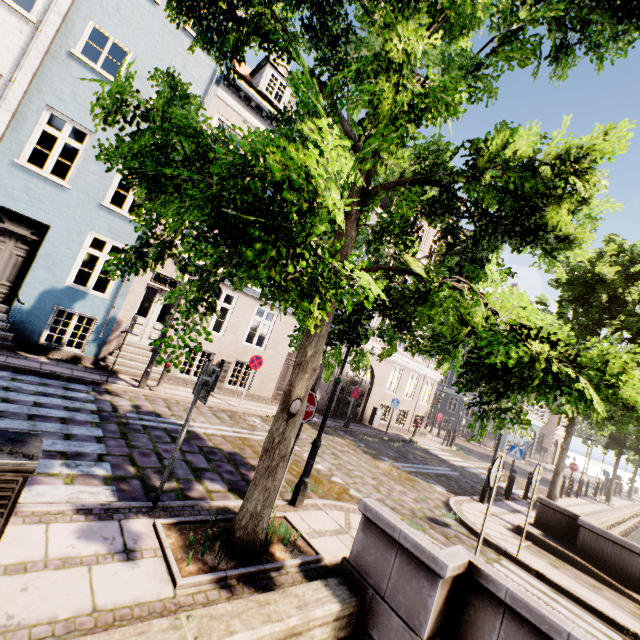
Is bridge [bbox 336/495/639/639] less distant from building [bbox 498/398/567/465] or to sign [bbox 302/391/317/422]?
sign [bbox 302/391/317/422]

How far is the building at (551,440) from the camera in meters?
33.7 m

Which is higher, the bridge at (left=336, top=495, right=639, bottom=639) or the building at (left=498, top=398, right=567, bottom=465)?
the building at (left=498, top=398, right=567, bottom=465)

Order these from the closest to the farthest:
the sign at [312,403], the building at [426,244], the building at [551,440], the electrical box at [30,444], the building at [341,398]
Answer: the electrical box at [30,444], the sign at [312,403], the building at [341,398], the building at [426,244], the building at [551,440]

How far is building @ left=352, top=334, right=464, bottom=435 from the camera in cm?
1853

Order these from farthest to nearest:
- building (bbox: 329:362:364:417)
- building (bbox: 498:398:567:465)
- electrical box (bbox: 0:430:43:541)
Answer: building (bbox: 498:398:567:465) < building (bbox: 329:362:364:417) < electrical box (bbox: 0:430:43:541)

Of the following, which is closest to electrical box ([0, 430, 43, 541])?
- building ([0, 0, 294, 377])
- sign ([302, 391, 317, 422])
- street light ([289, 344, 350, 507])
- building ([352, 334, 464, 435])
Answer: street light ([289, 344, 350, 507])

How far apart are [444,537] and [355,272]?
6.98m
